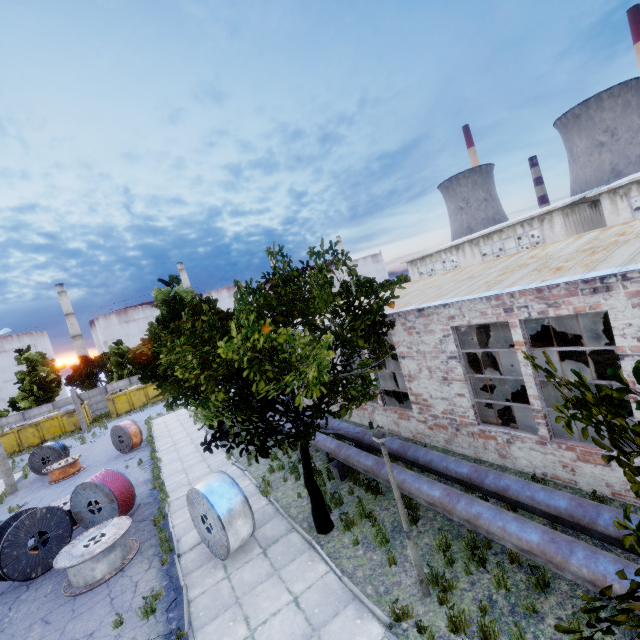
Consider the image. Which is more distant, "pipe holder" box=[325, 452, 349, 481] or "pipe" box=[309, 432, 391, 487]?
"pipe holder" box=[325, 452, 349, 481]

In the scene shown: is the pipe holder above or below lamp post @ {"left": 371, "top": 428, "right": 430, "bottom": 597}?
below

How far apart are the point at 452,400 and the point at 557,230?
23.3 meters

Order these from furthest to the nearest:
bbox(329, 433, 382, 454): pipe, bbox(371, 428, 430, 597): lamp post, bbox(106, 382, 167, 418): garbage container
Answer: bbox(106, 382, 167, 418): garbage container, bbox(329, 433, 382, 454): pipe, bbox(371, 428, 430, 597): lamp post

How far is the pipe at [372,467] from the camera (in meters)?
8.71

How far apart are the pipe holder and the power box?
13.9m

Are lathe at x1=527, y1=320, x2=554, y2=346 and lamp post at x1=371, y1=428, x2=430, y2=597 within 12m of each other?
no

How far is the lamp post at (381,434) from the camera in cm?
608
